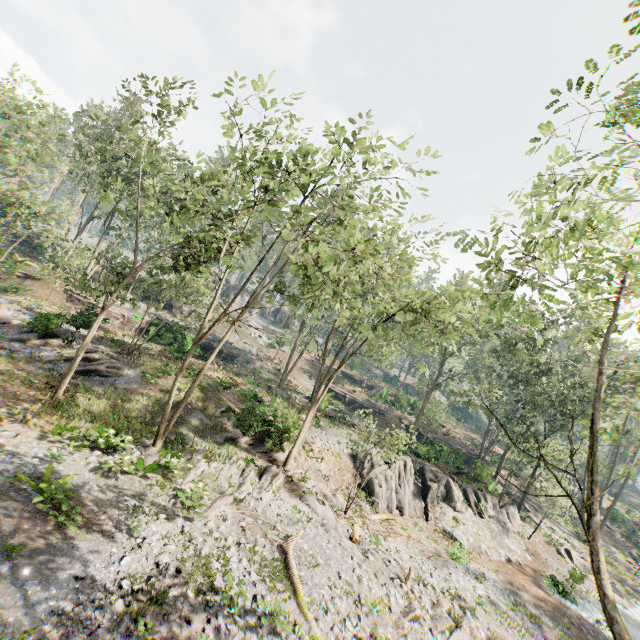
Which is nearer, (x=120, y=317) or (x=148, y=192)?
(x=148, y=192)

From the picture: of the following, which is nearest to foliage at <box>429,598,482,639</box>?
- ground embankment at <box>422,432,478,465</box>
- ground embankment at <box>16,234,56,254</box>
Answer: ground embankment at <box>422,432,478,465</box>

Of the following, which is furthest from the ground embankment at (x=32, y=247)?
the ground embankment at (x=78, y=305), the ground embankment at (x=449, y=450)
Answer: the ground embankment at (x=449, y=450)

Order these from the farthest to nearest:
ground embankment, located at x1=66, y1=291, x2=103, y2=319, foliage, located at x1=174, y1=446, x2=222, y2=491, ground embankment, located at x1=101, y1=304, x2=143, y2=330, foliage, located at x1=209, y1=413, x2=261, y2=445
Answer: ground embankment, located at x1=101, y1=304, x2=143, y2=330
ground embankment, located at x1=66, y1=291, x2=103, y2=319
foliage, located at x1=209, y1=413, x2=261, y2=445
foliage, located at x1=174, y1=446, x2=222, y2=491

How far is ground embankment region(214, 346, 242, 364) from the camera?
39.22m

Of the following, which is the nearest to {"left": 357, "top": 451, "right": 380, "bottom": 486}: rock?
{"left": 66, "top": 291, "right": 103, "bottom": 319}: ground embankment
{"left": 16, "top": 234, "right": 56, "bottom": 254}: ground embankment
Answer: {"left": 66, "top": 291, "right": 103, "bottom": 319}: ground embankment

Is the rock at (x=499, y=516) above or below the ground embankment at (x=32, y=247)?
below

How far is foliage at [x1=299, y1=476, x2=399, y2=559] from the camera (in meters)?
16.52
